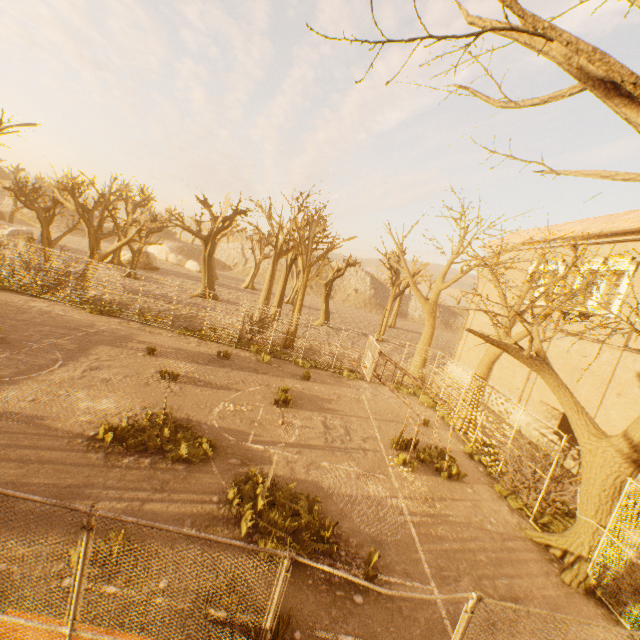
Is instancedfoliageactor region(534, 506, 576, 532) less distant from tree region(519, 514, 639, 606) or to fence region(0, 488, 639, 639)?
tree region(519, 514, 639, 606)

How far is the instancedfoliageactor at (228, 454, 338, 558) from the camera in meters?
6.7 m

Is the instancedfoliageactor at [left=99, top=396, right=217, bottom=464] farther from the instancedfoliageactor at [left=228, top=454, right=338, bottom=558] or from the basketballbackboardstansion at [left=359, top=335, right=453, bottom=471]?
the basketballbackboardstansion at [left=359, top=335, right=453, bottom=471]

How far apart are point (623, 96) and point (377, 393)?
16.16m

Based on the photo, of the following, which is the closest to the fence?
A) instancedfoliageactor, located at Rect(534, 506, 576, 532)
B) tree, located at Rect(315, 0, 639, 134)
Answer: tree, located at Rect(315, 0, 639, 134)

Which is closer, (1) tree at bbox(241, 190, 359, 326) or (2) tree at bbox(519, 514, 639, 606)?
(2) tree at bbox(519, 514, 639, 606)

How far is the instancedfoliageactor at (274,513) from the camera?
6.68m

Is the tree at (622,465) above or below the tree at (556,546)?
above
